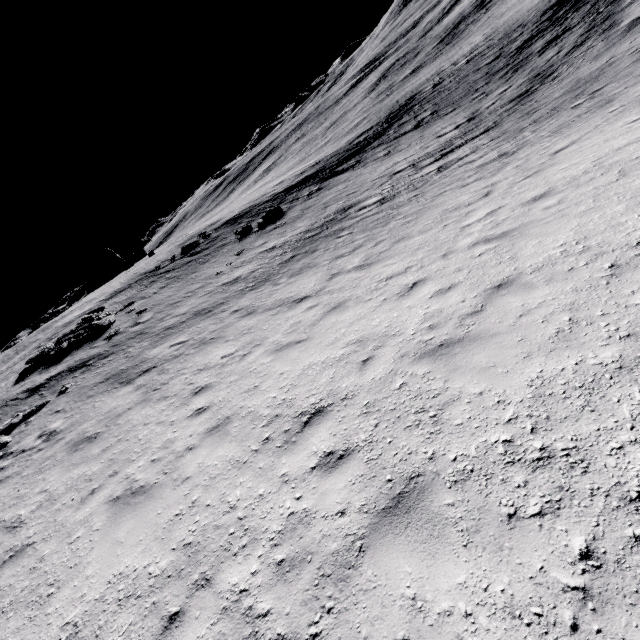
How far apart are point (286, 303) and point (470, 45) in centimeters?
3996cm

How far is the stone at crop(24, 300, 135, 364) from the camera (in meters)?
17.83

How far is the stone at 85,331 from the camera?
17.8 meters
